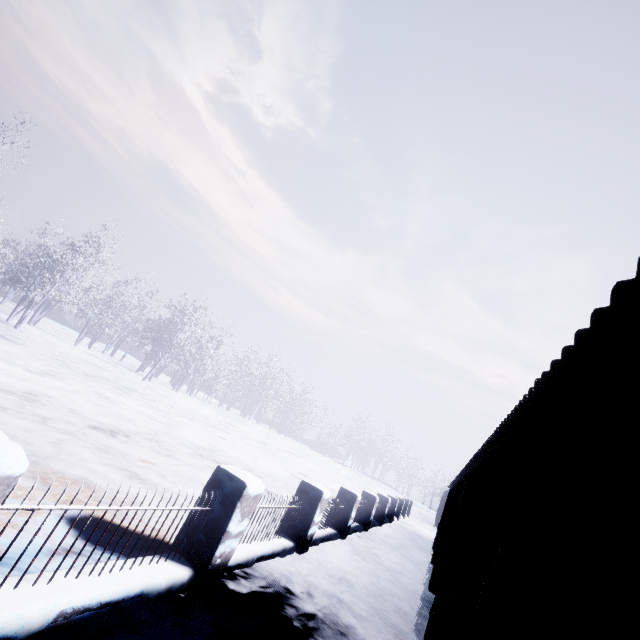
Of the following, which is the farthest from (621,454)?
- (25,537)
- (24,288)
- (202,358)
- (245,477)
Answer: (202,358)
